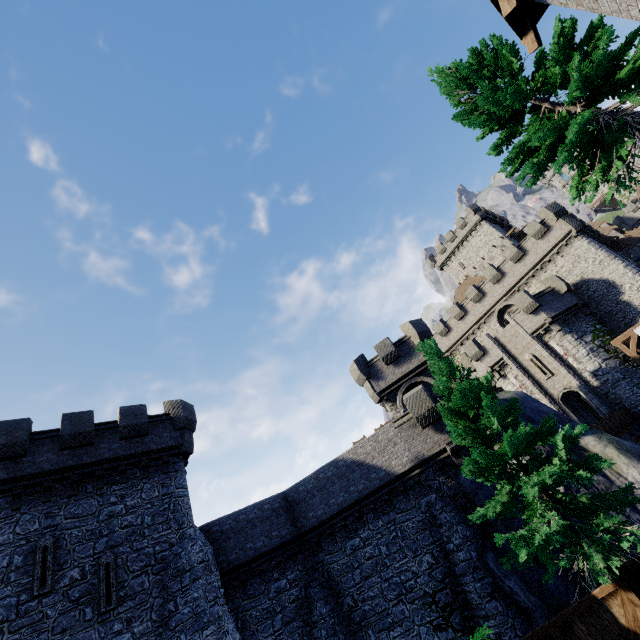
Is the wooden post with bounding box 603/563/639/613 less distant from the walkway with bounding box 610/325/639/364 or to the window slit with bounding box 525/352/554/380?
the walkway with bounding box 610/325/639/364

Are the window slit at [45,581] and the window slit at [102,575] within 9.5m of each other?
yes

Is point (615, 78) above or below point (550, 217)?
below

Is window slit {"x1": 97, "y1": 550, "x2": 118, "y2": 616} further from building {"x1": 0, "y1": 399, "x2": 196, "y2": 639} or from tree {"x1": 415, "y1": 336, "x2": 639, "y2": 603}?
tree {"x1": 415, "y1": 336, "x2": 639, "y2": 603}

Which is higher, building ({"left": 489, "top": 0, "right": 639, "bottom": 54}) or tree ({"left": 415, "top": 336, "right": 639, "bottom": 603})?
building ({"left": 489, "top": 0, "right": 639, "bottom": 54})

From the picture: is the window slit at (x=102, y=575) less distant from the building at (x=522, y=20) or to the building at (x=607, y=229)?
the building at (x=522, y=20)

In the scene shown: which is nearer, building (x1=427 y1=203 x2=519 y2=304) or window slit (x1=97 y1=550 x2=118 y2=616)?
window slit (x1=97 y1=550 x2=118 y2=616)

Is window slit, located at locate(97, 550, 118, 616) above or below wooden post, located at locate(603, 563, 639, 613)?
above
